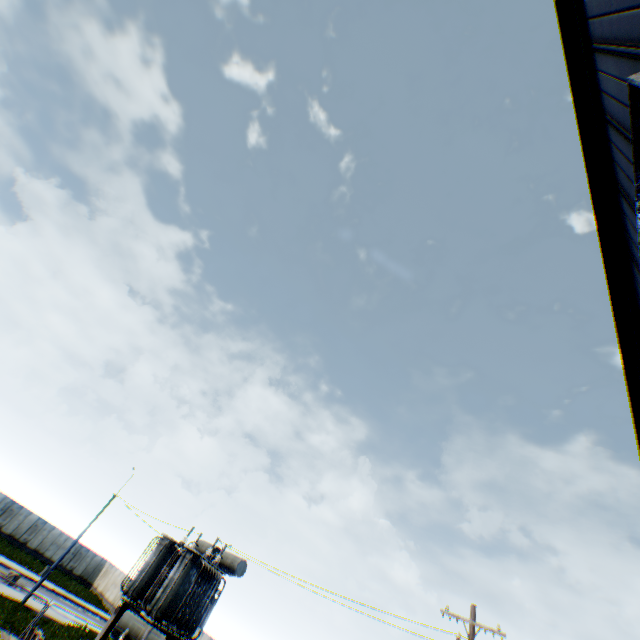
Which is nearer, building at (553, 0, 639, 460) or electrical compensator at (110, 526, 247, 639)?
building at (553, 0, 639, 460)

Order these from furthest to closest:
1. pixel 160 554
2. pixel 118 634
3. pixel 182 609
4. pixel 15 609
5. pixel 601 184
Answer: pixel 15 609
pixel 160 554
pixel 182 609
pixel 118 634
pixel 601 184

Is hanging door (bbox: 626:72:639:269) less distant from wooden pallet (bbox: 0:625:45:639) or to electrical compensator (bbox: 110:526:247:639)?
electrical compensator (bbox: 110:526:247:639)

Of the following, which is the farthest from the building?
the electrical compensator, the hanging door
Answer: the electrical compensator

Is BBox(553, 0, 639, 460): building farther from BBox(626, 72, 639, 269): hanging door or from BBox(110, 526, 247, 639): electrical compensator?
BBox(110, 526, 247, 639): electrical compensator

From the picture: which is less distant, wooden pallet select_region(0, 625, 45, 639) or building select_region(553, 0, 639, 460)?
building select_region(553, 0, 639, 460)

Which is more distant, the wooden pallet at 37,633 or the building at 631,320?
the wooden pallet at 37,633

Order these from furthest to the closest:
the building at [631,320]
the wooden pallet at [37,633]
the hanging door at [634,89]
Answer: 1. the wooden pallet at [37,633]
2. the building at [631,320]
3. the hanging door at [634,89]
